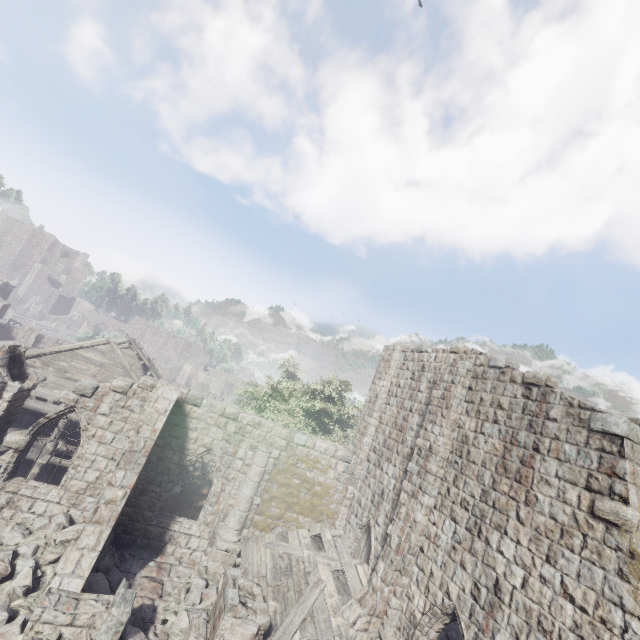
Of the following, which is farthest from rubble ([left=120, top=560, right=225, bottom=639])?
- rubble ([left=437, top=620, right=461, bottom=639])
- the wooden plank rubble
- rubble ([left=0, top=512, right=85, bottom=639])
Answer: rubble ([left=437, top=620, right=461, bottom=639])

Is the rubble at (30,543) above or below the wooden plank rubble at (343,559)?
below

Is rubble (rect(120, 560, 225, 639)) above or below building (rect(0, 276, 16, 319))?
below

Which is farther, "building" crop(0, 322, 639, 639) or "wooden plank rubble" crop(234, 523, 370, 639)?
"wooden plank rubble" crop(234, 523, 370, 639)

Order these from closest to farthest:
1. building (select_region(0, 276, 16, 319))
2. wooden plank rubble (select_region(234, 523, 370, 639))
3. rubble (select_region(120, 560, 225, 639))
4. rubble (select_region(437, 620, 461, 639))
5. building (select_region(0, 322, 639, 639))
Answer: building (select_region(0, 322, 639, 639)) < rubble (select_region(120, 560, 225, 639)) < wooden plank rubble (select_region(234, 523, 370, 639)) < rubble (select_region(437, 620, 461, 639)) < building (select_region(0, 276, 16, 319))

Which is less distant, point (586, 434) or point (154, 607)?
point (586, 434)

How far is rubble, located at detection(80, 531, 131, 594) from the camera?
9.59m

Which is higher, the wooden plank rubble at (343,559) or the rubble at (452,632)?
the wooden plank rubble at (343,559)
